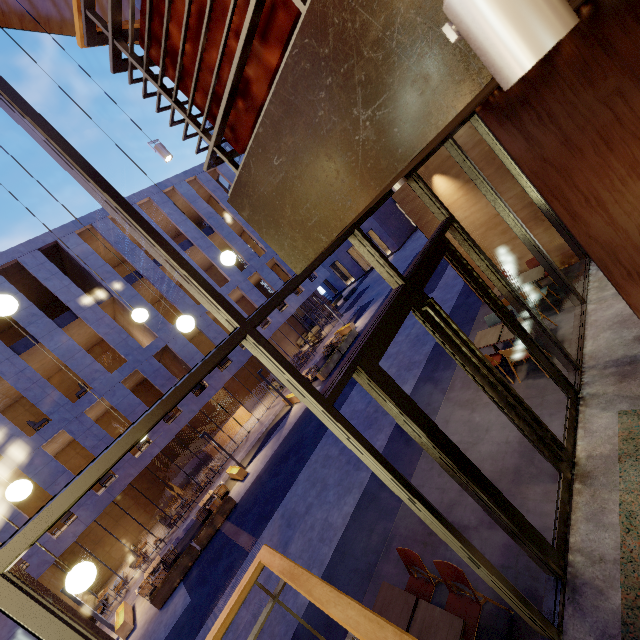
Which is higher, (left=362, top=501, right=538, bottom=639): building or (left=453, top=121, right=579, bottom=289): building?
(left=453, top=121, right=579, bottom=289): building

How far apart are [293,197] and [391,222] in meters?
36.5 m

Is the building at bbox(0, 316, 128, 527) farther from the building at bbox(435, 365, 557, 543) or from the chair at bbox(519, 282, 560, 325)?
the chair at bbox(519, 282, 560, 325)

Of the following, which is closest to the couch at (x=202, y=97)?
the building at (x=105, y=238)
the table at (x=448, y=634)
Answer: the table at (x=448, y=634)

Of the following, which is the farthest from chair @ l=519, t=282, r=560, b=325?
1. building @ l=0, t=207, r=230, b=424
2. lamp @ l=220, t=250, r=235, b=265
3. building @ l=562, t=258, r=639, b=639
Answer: building @ l=0, t=207, r=230, b=424

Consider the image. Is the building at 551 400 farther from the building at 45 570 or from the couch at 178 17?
the building at 45 570

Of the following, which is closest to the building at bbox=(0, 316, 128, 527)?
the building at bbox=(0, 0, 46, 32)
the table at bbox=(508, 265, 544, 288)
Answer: the building at bbox=(0, 0, 46, 32)

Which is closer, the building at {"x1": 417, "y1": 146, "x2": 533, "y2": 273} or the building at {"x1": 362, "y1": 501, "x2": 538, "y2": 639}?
the building at {"x1": 362, "y1": 501, "x2": 538, "y2": 639}
